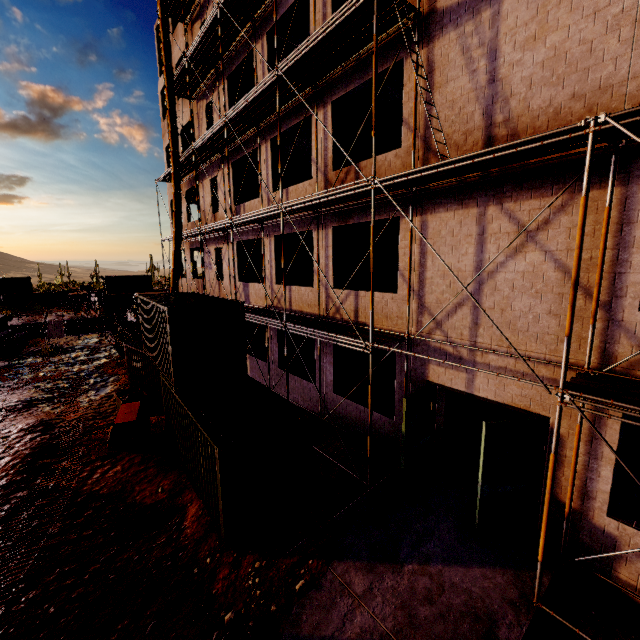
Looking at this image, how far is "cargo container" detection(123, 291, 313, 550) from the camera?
7.3m

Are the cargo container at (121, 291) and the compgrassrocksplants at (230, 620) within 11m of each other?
no

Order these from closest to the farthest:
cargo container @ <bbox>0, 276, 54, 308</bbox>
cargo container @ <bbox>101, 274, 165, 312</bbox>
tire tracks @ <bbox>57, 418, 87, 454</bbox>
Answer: tire tracks @ <bbox>57, 418, 87, 454</bbox> → cargo container @ <bbox>101, 274, 165, 312</bbox> → cargo container @ <bbox>0, 276, 54, 308</bbox>

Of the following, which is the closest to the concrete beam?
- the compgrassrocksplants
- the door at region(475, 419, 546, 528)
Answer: the compgrassrocksplants

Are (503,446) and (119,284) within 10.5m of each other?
no

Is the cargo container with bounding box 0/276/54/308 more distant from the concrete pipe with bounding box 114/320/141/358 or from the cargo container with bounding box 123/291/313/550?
the cargo container with bounding box 123/291/313/550

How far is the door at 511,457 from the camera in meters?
6.8

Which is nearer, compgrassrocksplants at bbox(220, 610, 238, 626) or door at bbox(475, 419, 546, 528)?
compgrassrocksplants at bbox(220, 610, 238, 626)
